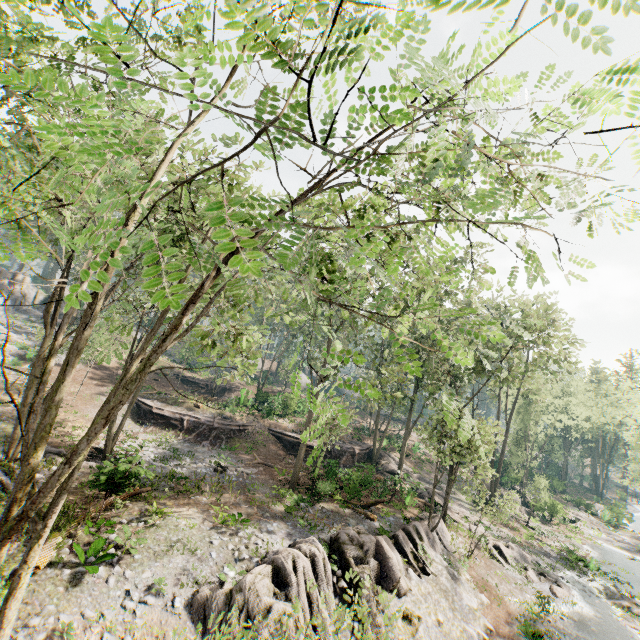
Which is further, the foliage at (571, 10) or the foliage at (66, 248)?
→ the foliage at (66, 248)

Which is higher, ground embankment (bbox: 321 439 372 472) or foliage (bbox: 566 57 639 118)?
foliage (bbox: 566 57 639 118)

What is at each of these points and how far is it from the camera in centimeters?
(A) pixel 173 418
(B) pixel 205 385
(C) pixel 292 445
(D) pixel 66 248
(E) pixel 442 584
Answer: (A) ground embankment, 2950cm
(B) ground embankment, 4272cm
(C) ground embankment, 3109cm
(D) foliage, 1446cm
(E) rock, 1784cm

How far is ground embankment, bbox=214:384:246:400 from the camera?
42.0m

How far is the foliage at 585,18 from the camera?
1.5m

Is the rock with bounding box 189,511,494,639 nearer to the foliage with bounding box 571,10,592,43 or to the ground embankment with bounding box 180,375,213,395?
the foliage with bounding box 571,10,592,43

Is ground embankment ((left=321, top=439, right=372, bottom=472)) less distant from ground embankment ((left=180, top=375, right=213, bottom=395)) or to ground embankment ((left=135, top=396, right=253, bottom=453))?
ground embankment ((left=135, top=396, right=253, bottom=453))

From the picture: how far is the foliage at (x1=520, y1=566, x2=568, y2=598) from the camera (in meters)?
21.89
